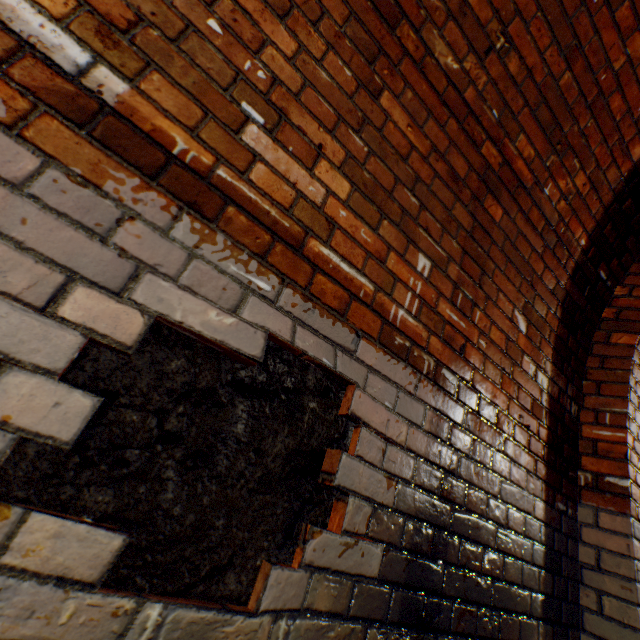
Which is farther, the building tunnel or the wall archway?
the wall archway

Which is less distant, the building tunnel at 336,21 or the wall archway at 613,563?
the building tunnel at 336,21

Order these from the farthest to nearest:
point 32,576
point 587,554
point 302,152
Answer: point 587,554
point 302,152
point 32,576
